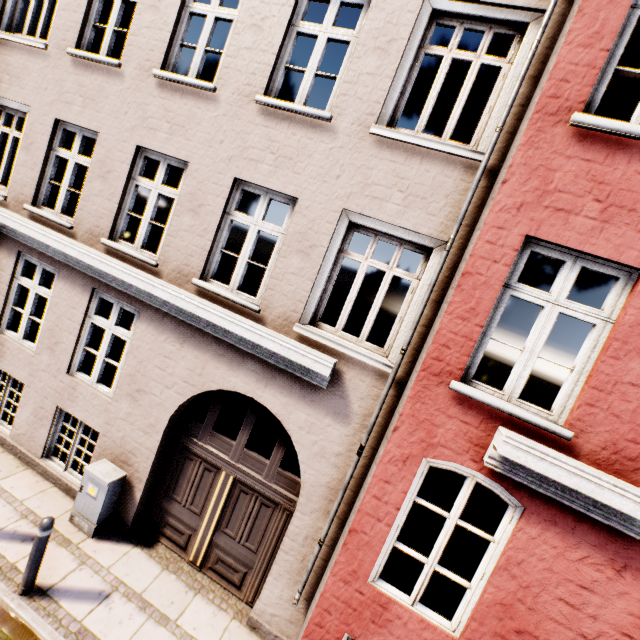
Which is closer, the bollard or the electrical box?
the bollard

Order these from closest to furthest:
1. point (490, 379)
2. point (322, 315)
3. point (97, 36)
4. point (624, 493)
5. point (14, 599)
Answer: point (624, 493)
point (14, 599)
point (97, 36)
point (490, 379)
point (322, 315)

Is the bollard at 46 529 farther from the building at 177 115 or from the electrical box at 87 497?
the building at 177 115

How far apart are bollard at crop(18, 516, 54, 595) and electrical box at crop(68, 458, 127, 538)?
0.86m

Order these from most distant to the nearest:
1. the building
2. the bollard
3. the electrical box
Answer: the electrical box, the bollard, the building

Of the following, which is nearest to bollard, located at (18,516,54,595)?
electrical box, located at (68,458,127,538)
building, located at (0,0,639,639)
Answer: electrical box, located at (68,458,127,538)

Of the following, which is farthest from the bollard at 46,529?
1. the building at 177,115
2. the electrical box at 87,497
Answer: the building at 177,115
